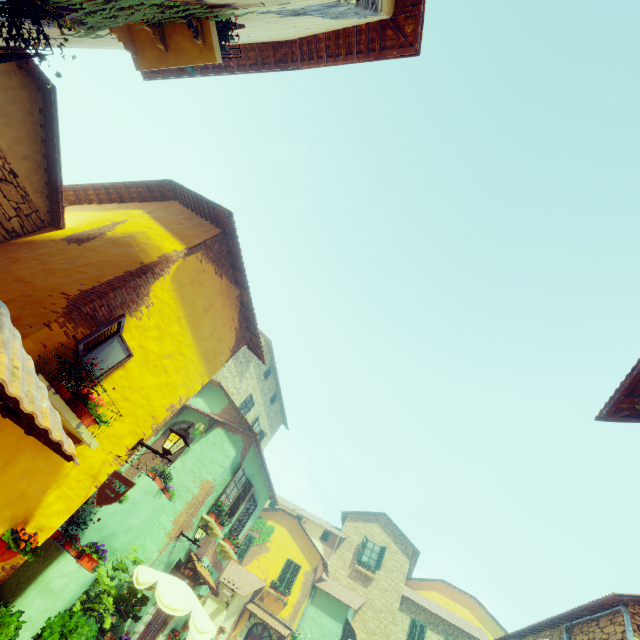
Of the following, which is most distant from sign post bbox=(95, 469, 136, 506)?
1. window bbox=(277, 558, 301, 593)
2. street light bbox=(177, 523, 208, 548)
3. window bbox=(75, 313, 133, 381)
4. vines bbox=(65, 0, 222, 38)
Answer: window bbox=(277, 558, 301, 593)

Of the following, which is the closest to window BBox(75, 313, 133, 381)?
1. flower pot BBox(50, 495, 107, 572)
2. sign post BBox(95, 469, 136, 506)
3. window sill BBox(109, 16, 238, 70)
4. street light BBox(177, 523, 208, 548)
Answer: window sill BBox(109, 16, 238, 70)

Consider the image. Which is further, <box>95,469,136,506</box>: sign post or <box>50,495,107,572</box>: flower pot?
<box>50,495,107,572</box>: flower pot

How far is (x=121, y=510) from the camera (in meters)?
9.35

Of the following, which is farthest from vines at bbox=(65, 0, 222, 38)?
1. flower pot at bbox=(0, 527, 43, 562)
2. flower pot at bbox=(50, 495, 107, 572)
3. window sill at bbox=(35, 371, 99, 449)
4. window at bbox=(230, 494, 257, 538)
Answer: window at bbox=(230, 494, 257, 538)

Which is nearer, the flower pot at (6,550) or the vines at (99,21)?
the vines at (99,21)

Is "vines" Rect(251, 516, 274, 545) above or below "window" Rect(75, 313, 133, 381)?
above

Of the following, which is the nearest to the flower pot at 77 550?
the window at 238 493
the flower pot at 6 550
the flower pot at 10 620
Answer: the flower pot at 10 620
